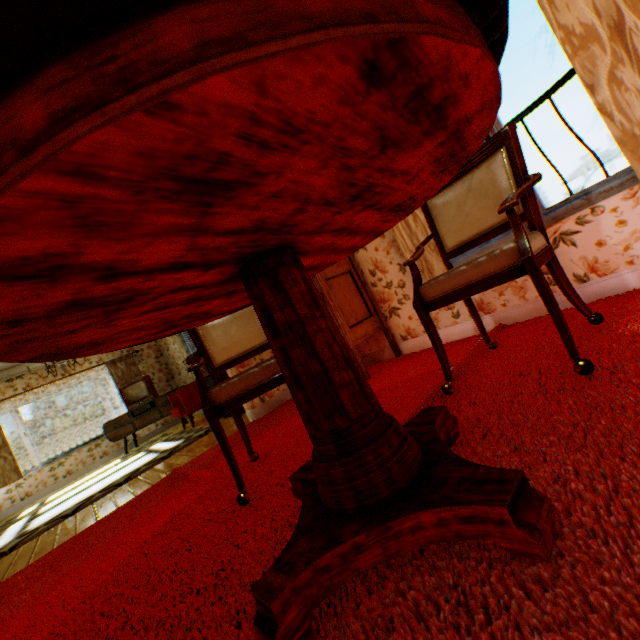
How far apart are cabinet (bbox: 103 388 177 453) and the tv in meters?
0.1

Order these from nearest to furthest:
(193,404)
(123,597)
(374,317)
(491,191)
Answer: (123,597), (491,191), (374,317), (193,404)

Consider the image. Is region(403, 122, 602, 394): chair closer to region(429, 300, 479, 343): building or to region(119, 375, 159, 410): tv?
region(429, 300, 479, 343): building

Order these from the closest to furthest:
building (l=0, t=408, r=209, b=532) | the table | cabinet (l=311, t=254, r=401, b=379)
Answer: the table, cabinet (l=311, t=254, r=401, b=379), building (l=0, t=408, r=209, b=532)

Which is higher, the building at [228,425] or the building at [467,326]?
the building at [467,326]

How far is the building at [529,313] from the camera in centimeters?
251cm

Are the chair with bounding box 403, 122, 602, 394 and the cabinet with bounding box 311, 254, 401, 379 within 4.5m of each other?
yes

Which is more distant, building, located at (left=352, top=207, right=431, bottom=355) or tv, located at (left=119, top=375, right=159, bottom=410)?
tv, located at (left=119, top=375, right=159, bottom=410)
